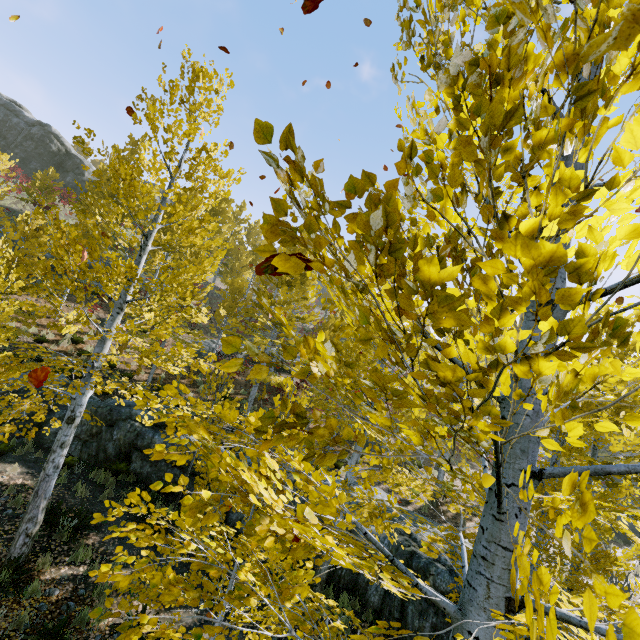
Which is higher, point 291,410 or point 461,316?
point 461,316

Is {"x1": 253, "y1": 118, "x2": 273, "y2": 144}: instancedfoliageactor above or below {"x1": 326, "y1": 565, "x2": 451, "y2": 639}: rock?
above

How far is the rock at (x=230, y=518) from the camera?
10.1m

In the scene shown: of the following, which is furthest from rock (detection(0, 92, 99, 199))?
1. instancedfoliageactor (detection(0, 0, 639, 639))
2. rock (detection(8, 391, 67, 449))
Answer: rock (detection(8, 391, 67, 449))

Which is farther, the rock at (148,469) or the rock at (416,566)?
the rock at (148,469)

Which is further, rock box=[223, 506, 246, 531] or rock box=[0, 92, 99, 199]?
rock box=[0, 92, 99, 199]
